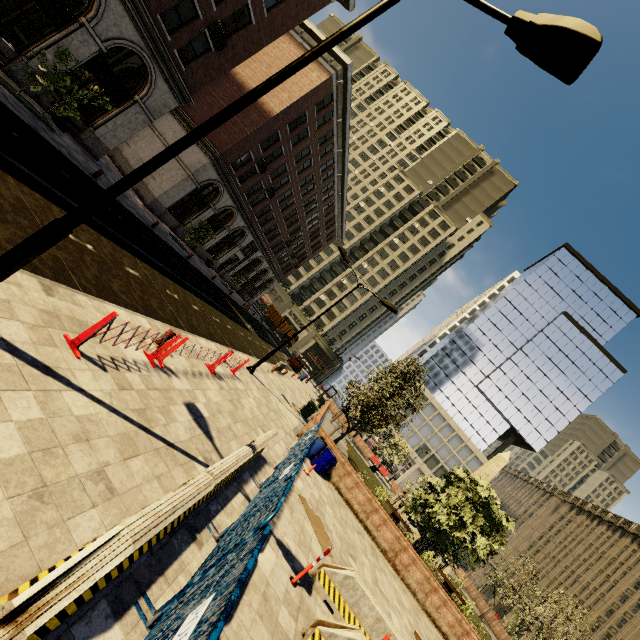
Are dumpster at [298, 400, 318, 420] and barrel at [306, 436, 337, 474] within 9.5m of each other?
yes

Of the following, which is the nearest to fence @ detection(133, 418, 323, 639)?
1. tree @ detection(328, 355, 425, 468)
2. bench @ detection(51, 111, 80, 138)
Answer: tree @ detection(328, 355, 425, 468)

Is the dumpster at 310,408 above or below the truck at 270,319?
below

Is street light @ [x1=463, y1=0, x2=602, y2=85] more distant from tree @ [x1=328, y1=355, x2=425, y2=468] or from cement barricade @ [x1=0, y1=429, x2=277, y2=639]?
tree @ [x1=328, y1=355, x2=425, y2=468]

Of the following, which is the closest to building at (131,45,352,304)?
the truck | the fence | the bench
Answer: the truck

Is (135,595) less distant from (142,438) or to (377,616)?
(142,438)

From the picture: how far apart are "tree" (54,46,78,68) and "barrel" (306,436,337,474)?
18.42m

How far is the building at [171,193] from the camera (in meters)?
25.53
